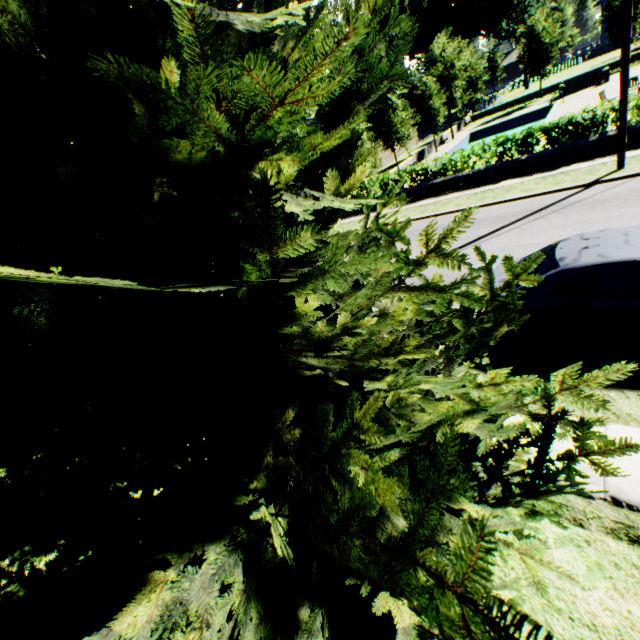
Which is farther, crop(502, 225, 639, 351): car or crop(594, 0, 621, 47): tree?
crop(594, 0, 621, 47): tree

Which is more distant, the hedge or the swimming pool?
the swimming pool

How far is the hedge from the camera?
13.3 meters

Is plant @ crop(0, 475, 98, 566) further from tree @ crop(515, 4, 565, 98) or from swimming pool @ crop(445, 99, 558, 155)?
swimming pool @ crop(445, 99, 558, 155)

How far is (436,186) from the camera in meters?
17.5

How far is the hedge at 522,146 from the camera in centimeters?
1330cm

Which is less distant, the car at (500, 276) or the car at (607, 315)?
the car at (607, 315)

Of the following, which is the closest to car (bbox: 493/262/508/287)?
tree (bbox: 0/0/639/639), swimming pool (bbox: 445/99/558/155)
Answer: tree (bbox: 0/0/639/639)
